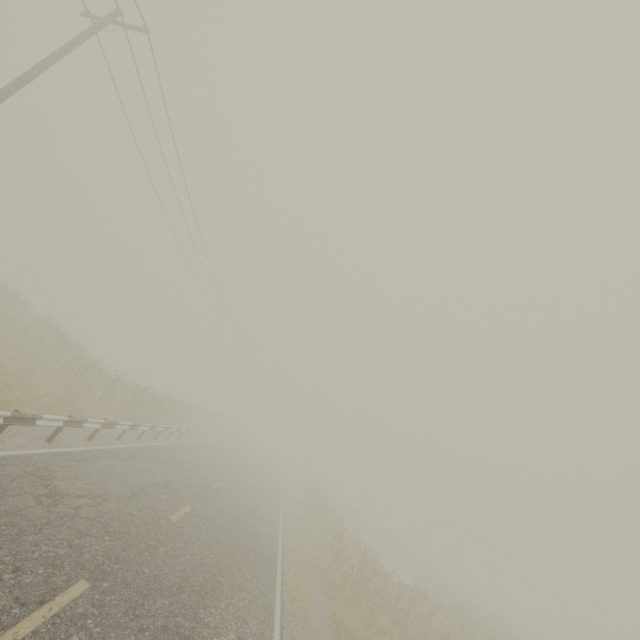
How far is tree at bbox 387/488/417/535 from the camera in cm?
5719

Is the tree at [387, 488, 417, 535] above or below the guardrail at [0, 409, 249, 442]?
above

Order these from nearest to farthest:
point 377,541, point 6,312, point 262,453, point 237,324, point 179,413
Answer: point 6,312, point 179,413, point 377,541, point 237,324, point 262,453

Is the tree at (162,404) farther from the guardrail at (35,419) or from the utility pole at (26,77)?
the utility pole at (26,77)

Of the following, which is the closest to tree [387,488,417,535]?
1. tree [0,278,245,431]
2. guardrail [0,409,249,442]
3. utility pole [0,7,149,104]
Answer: guardrail [0,409,249,442]

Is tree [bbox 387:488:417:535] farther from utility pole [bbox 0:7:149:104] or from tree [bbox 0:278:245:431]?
utility pole [bbox 0:7:149:104]

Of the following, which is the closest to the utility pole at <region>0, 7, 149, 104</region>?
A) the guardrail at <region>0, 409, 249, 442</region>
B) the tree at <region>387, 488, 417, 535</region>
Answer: the guardrail at <region>0, 409, 249, 442</region>

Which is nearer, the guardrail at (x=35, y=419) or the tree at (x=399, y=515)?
the guardrail at (x=35, y=419)
